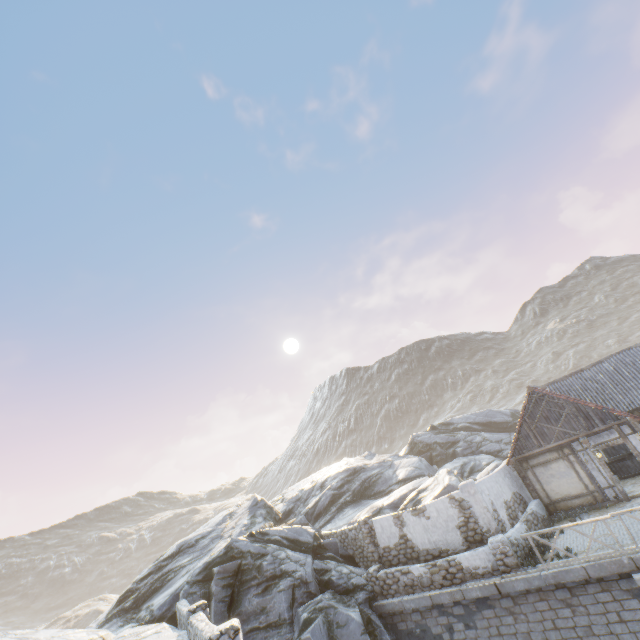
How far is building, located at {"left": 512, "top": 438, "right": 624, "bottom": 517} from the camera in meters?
15.4

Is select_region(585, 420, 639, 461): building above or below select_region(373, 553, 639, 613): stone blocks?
above

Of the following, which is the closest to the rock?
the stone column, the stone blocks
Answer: the stone blocks

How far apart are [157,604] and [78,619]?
64.4m

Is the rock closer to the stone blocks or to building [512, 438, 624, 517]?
the stone blocks

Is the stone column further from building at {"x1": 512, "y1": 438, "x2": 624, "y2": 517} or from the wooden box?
the wooden box

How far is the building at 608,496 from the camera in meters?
15.4

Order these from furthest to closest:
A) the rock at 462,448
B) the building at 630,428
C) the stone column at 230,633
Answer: the building at 630,428, the rock at 462,448, the stone column at 230,633
